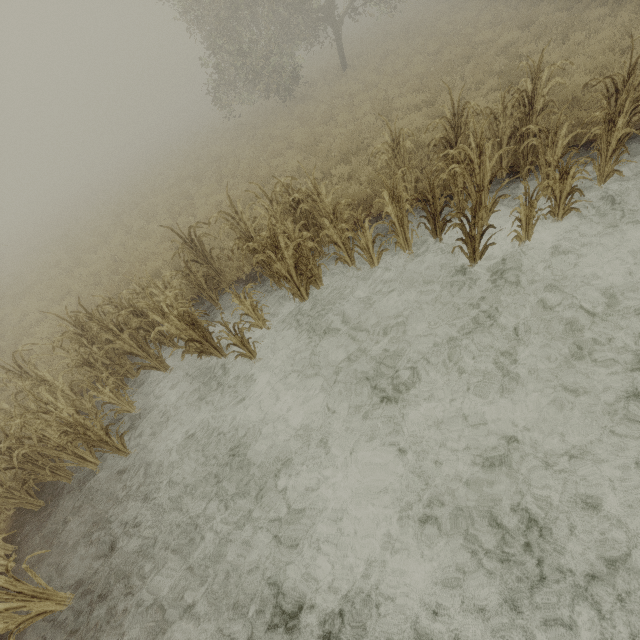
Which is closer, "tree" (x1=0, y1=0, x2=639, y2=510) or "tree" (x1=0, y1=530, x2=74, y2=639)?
"tree" (x1=0, y1=530, x2=74, y2=639)

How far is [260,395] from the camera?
5.5 meters

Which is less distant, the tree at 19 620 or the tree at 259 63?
the tree at 19 620
